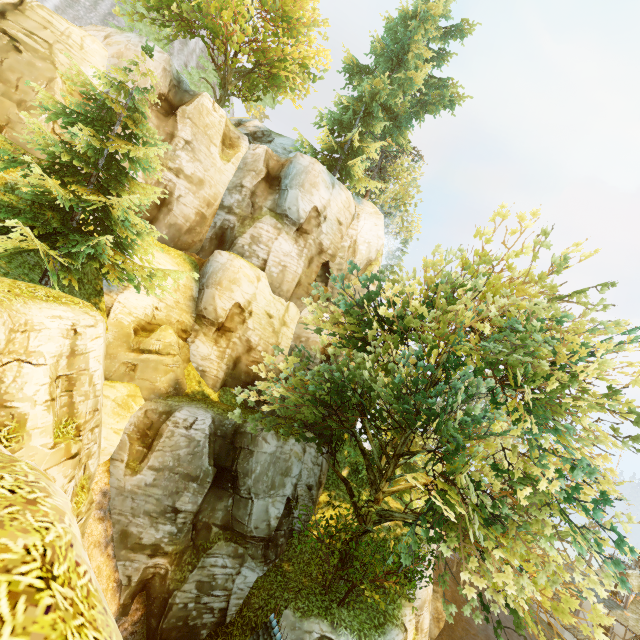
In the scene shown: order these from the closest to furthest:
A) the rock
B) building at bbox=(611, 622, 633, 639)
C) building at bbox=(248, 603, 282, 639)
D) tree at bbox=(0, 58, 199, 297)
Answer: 1. tree at bbox=(0, 58, 199, 297)
2. building at bbox=(248, 603, 282, 639)
3. building at bbox=(611, 622, 633, 639)
4. the rock

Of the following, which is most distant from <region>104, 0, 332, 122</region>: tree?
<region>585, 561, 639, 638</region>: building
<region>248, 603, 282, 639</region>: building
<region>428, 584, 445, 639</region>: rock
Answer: <region>428, 584, 445, 639</region>: rock

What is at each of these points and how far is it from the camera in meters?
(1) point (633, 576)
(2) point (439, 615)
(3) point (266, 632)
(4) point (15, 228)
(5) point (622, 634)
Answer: (1) building, 27.3
(2) rock, 29.7
(3) building, 11.9
(4) tree, 8.4
(5) building, 25.6

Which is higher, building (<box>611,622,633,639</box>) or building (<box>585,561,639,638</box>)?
building (<box>585,561,639,638</box>)

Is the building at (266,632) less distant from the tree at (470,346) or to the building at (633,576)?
the tree at (470,346)

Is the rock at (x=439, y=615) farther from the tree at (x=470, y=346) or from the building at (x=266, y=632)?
the building at (x=266, y=632)

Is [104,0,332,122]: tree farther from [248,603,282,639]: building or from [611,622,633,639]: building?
[611,622,633,639]: building
